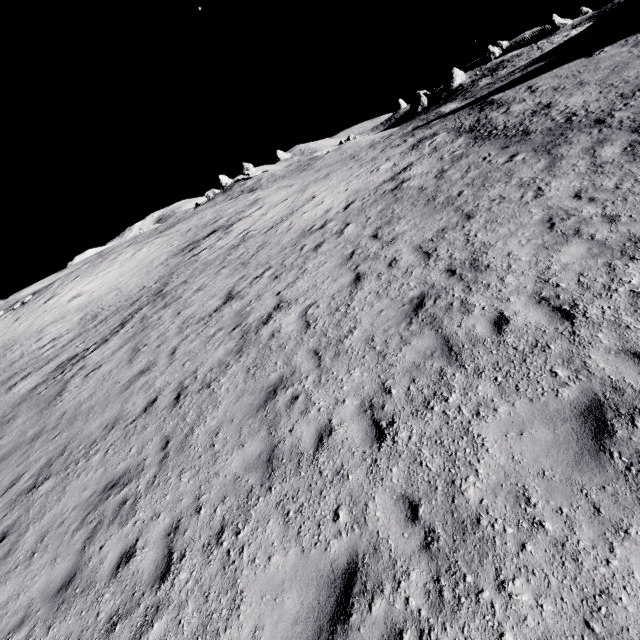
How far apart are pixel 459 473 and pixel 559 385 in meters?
2.1

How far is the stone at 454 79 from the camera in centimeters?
5840cm

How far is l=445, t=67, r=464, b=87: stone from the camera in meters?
58.4 m
